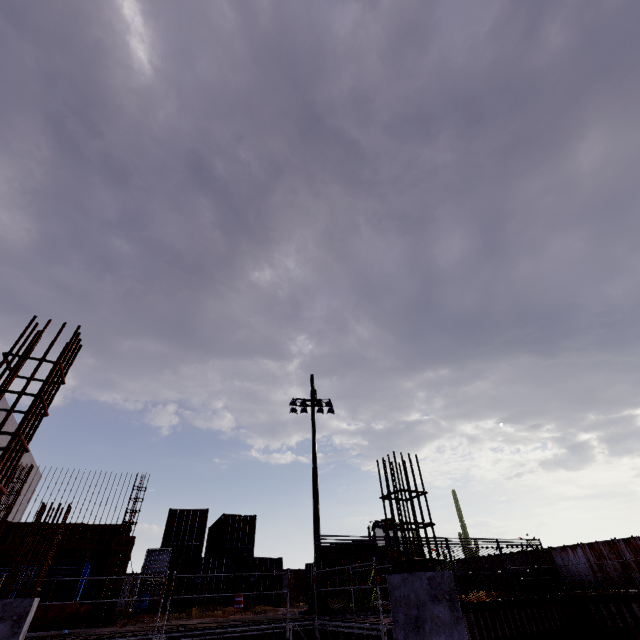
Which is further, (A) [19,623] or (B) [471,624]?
(B) [471,624]

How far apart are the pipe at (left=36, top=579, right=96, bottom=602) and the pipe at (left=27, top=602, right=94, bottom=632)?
0.3m

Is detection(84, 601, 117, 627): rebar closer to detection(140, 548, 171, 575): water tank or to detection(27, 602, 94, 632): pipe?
detection(140, 548, 171, 575): water tank

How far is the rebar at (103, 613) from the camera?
12.62m

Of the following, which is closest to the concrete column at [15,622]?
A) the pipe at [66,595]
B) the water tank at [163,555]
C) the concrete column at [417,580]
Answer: the concrete column at [417,580]

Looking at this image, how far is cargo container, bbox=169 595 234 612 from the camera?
17.55m

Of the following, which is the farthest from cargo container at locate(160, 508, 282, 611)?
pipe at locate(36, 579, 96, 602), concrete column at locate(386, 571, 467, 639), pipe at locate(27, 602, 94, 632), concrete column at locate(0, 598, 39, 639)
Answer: concrete column at locate(386, 571, 467, 639)

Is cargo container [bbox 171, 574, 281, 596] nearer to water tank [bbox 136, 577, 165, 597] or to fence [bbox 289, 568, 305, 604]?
water tank [bbox 136, 577, 165, 597]
